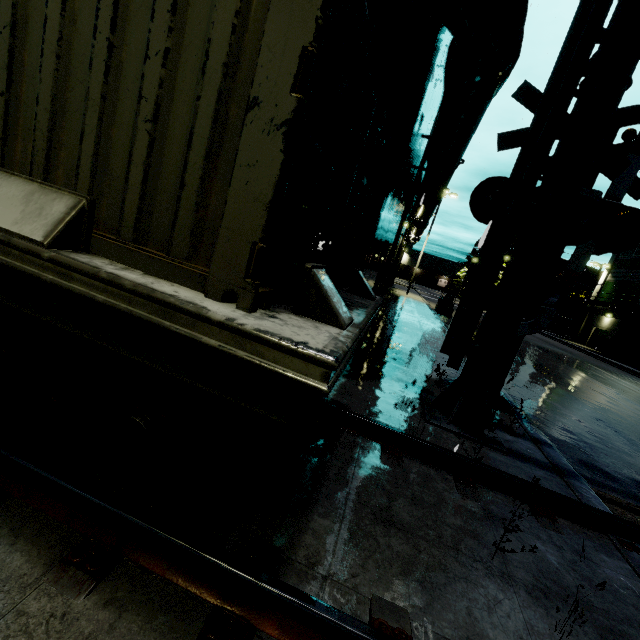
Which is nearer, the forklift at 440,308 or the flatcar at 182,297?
the flatcar at 182,297

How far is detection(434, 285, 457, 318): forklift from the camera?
22.9m

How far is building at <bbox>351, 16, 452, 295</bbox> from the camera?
5.2 meters

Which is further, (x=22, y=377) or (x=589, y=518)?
Answer: (x=589, y=518)

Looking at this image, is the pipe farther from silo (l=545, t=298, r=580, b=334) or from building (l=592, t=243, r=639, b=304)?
silo (l=545, t=298, r=580, b=334)

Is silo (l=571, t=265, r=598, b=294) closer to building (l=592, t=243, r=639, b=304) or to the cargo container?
building (l=592, t=243, r=639, b=304)

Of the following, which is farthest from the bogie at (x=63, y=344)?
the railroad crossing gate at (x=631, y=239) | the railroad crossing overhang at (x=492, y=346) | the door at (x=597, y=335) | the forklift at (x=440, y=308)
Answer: the door at (x=597, y=335)

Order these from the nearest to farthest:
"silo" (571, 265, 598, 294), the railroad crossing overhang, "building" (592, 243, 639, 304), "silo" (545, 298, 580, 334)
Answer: the railroad crossing overhang → "building" (592, 243, 639, 304) → "silo" (571, 265, 598, 294) → "silo" (545, 298, 580, 334)
